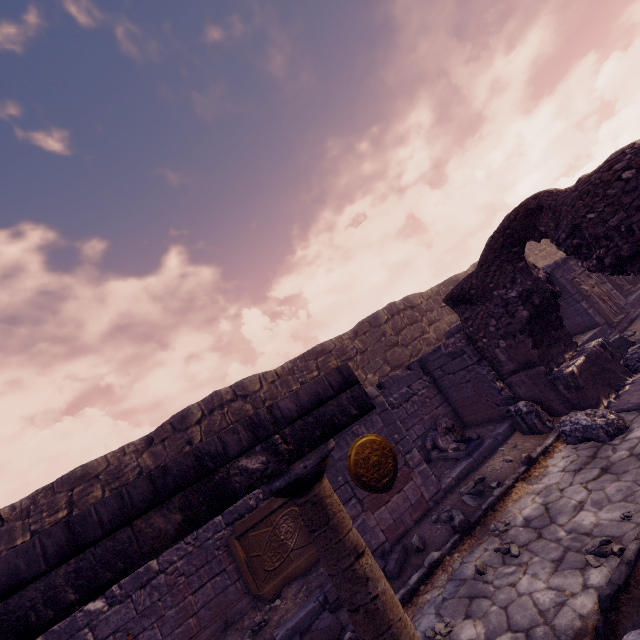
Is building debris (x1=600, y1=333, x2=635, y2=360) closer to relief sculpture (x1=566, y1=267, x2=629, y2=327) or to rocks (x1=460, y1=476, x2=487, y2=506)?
relief sculpture (x1=566, y1=267, x2=629, y2=327)

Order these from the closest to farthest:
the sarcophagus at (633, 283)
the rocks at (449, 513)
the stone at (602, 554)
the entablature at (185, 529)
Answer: the entablature at (185, 529) < the stone at (602, 554) < the rocks at (449, 513) < the sarcophagus at (633, 283)

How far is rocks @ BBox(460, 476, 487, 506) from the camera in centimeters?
557cm

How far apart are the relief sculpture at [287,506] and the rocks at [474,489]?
2.9m

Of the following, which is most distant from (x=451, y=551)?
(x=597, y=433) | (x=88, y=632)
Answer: (x=88, y=632)

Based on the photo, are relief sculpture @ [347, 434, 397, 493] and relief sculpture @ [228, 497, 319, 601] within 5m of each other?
yes

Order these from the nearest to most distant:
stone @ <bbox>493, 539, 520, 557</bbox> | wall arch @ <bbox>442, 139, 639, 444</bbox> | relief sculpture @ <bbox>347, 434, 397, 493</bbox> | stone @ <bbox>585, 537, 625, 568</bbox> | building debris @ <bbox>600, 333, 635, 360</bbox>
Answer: stone @ <bbox>585, 537, 625, 568</bbox> < stone @ <bbox>493, 539, 520, 557</bbox> < wall arch @ <bbox>442, 139, 639, 444</bbox> < relief sculpture @ <bbox>347, 434, 397, 493</bbox> < building debris @ <bbox>600, 333, 635, 360</bbox>

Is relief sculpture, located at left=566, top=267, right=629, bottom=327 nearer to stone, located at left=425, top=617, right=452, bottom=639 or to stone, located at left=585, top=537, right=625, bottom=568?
stone, located at left=585, top=537, right=625, bottom=568
